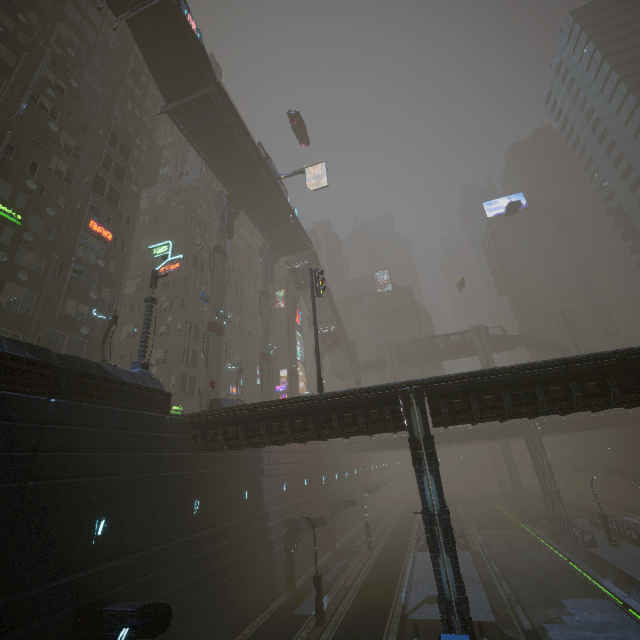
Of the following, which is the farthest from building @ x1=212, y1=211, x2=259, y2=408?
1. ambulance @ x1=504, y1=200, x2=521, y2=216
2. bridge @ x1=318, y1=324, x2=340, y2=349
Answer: ambulance @ x1=504, y1=200, x2=521, y2=216

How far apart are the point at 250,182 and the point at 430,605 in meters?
40.0

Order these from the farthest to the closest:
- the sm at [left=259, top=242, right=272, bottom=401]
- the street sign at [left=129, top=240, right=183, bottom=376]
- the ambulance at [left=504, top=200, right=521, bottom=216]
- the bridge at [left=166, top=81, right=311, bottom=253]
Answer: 1. the ambulance at [left=504, top=200, right=521, bottom=216]
2. the sm at [left=259, top=242, right=272, bottom=401]
3. the bridge at [left=166, top=81, right=311, bottom=253]
4. the street sign at [left=129, top=240, right=183, bottom=376]

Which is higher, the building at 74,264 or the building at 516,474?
the building at 74,264

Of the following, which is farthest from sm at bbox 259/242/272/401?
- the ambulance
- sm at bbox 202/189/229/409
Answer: the ambulance

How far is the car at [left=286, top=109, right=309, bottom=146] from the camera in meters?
38.0

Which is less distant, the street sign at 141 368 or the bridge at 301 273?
the street sign at 141 368

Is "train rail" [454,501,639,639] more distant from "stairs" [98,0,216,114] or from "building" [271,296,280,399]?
"stairs" [98,0,216,114]
